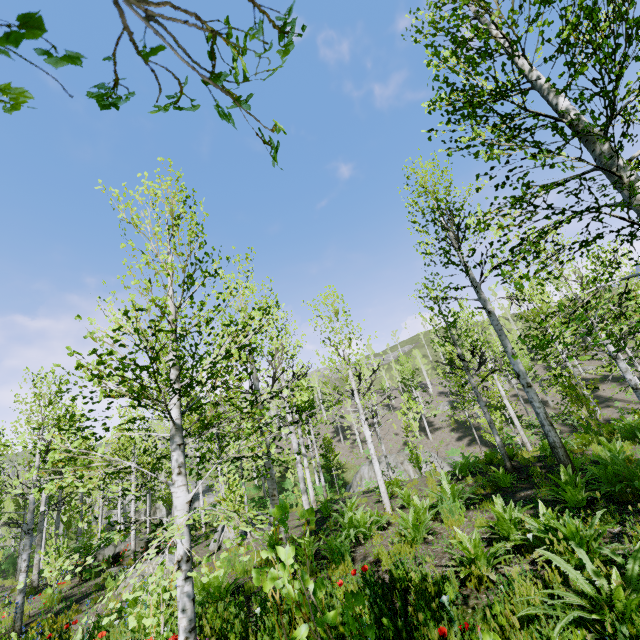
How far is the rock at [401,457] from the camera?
24.16m

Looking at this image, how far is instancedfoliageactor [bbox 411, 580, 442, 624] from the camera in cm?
322

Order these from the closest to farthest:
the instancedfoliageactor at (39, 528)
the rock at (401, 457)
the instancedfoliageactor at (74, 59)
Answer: the instancedfoliageactor at (74, 59) → the instancedfoliageactor at (39, 528) → the rock at (401, 457)

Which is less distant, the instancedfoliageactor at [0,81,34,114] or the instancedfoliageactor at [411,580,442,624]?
the instancedfoliageactor at [0,81,34,114]

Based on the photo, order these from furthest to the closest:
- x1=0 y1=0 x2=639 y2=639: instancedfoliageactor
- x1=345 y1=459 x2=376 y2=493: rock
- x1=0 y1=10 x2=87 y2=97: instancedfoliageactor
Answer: x1=345 y1=459 x2=376 y2=493: rock → x1=0 y1=0 x2=639 y2=639: instancedfoliageactor → x1=0 y1=10 x2=87 y2=97: instancedfoliageactor

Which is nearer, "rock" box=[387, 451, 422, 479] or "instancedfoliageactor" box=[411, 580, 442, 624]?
"instancedfoliageactor" box=[411, 580, 442, 624]

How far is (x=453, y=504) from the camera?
6.7m

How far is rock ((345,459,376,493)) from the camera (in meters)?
25.59
